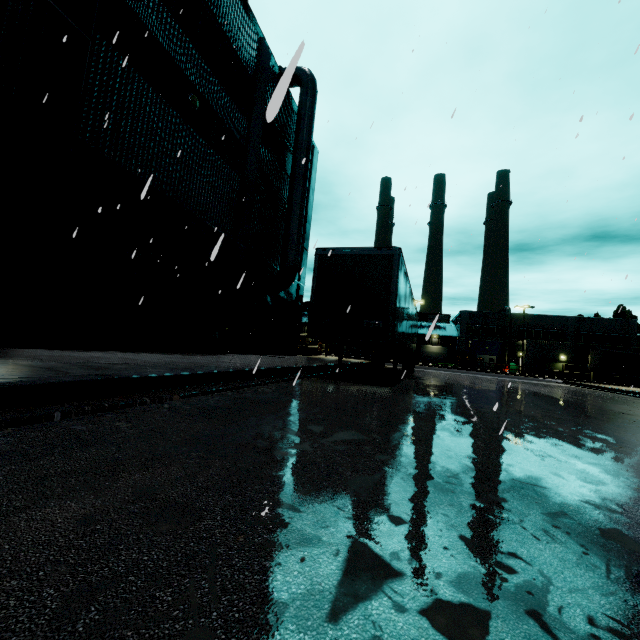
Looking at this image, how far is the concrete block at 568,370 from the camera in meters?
43.0 m

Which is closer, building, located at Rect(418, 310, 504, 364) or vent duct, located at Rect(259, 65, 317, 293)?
vent duct, located at Rect(259, 65, 317, 293)

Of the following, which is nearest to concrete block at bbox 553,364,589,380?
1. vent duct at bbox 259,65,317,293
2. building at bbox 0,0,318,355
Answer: building at bbox 0,0,318,355

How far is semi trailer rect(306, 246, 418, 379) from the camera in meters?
9.3

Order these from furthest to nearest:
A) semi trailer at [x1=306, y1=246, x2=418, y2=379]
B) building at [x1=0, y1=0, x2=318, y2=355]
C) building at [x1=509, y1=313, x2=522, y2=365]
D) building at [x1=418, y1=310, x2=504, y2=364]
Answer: building at [x1=418, y1=310, x2=504, y2=364] < building at [x1=509, y1=313, x2=522, y2=365] < semi trailer at [x1=306, y1=246, x2=418, y2=379] < building at [x1=0, y1=0, x2=318, y2=355]

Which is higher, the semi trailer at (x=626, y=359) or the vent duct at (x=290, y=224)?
the vent duct at (x=290, y=224)

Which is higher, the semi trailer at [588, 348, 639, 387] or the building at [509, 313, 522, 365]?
the building at [509, 313, 522, 365]

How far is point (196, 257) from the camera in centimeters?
1199cm
